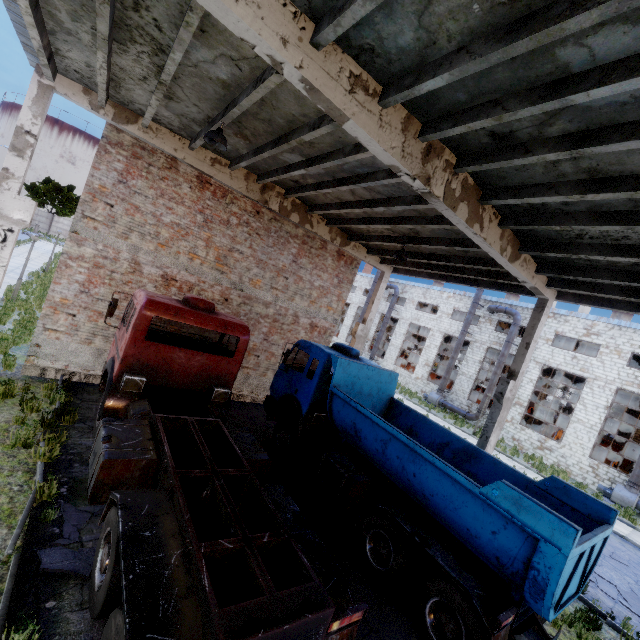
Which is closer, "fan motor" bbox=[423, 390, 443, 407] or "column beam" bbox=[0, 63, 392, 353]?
"column beam" bbox=[0, 63, 392, 353]

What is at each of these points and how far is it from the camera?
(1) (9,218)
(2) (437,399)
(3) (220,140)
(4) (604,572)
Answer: (1) column beam, 7.9m
(2) fan motor, 29.4m
(3) ceiling lamp, 6.9m
(4) asphalt debris, 10.5m

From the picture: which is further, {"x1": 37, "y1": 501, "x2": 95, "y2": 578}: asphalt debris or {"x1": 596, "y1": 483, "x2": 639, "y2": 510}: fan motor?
{"x1": 596, "y1": 483, "x2": 639, "y2": 510}: fan motor

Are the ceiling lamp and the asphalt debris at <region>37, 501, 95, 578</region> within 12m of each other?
yes

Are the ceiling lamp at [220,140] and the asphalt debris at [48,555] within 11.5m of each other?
yes

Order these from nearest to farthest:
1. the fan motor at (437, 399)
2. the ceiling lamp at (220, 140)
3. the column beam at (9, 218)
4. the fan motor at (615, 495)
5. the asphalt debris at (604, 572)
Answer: the ceiling lamp at (220, 140) < the column beam at (9, 218) < the asphalt debris at (604, 572) < the fan motor at (615, 495) < the fan motor at (437, 399)

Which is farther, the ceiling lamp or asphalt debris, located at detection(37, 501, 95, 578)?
the ceiling lamp

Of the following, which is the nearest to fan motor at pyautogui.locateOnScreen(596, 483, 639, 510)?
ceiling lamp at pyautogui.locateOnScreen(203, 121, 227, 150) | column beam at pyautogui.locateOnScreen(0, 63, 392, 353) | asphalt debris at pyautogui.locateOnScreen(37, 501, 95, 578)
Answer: column beam at pyautogui.locateOnScreen(0, 63, 392, 353)
